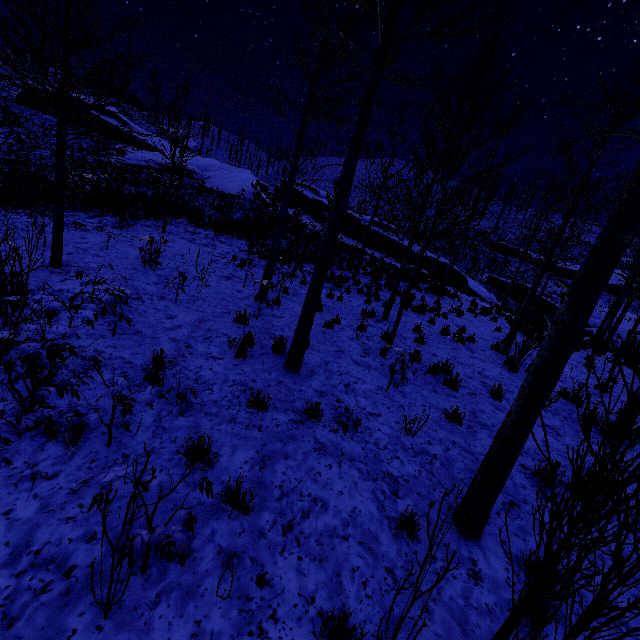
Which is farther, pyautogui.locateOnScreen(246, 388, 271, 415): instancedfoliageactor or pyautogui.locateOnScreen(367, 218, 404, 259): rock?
pyautogui.locateOnScreen(367, 218, 404, 259): rock

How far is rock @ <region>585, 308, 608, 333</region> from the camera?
27.8 meters

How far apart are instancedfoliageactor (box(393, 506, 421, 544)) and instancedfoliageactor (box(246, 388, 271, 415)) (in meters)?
2.22

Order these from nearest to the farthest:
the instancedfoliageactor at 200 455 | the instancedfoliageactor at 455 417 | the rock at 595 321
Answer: the instancedfoliageactor at 200 455 < the instancedfoliageactor at 455 417 < the rock at 595 321

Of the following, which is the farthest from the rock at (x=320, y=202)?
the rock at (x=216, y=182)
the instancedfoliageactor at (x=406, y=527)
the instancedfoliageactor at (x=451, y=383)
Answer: the instancedfoliageactor at (x=406, y=527)

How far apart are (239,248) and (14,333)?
13.1 meters

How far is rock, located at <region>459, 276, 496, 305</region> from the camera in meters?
25.5 m
